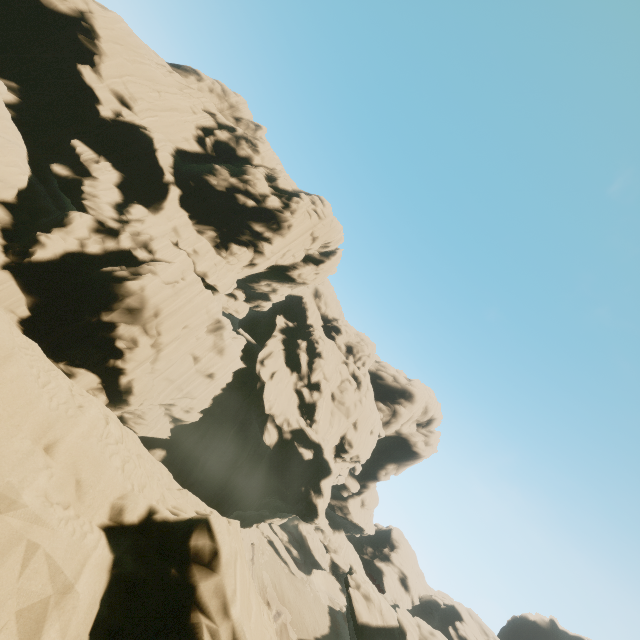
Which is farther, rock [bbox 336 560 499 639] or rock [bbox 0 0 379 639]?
rock [bbox 336 560 499 639]

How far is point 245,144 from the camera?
43.0m

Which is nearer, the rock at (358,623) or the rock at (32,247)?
the rock at (32,247)
